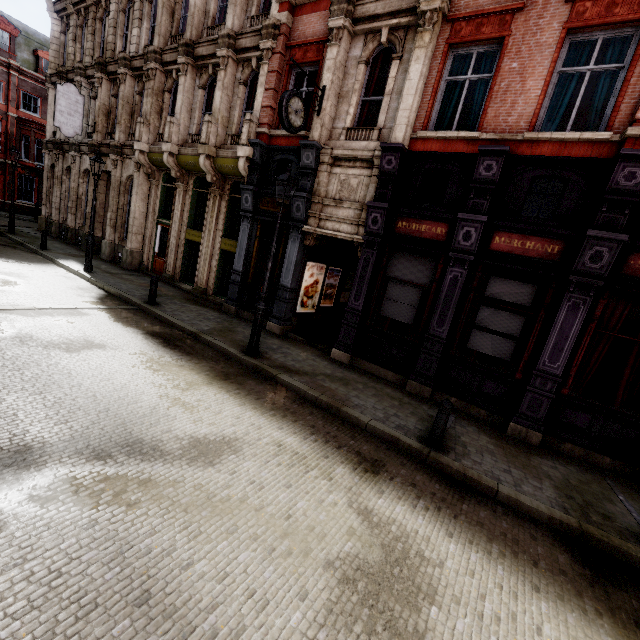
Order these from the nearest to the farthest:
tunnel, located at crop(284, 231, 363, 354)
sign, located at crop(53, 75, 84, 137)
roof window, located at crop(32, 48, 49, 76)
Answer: tunnel, located at crop(284, 231, 363, 354), sign, located at crop(53, 75, 84, 137), roof window, located at crop(32, 48, 49, 76)

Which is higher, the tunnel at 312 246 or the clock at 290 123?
the clock at 290 123

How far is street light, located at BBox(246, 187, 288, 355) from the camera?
8.0m

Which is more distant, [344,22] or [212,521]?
[344,22]

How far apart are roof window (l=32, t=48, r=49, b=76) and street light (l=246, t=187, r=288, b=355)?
38.0 meters

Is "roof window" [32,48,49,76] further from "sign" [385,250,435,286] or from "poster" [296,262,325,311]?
"sign" [385,250,435,286]

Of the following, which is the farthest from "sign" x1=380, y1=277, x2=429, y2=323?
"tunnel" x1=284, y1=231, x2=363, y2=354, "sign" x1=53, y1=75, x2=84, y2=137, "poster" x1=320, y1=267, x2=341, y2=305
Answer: "sign" x1=53, y1=75, x2=84, y2=137

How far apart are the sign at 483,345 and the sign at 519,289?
0.9m
